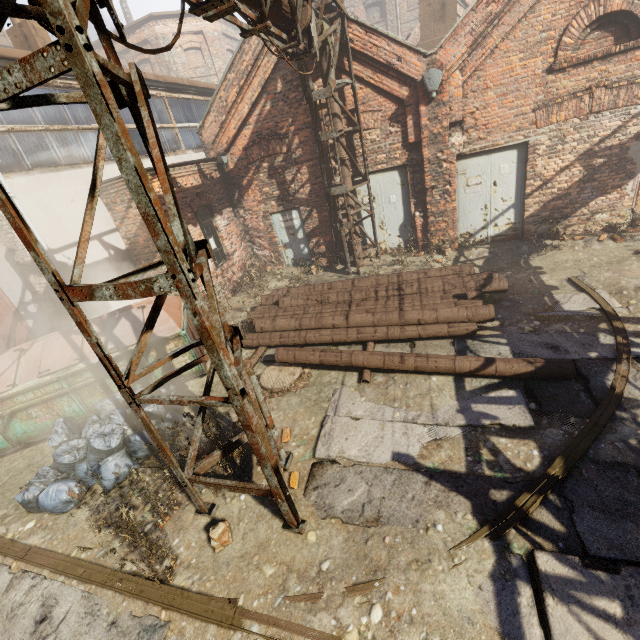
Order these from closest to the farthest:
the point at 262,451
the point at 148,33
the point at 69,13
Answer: the point at 69,13 → the point at 262,451 → the point at 148,33

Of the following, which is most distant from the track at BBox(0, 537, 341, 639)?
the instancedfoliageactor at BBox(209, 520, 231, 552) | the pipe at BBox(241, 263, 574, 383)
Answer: the pipe at BBox(241, 263, 574, 383)

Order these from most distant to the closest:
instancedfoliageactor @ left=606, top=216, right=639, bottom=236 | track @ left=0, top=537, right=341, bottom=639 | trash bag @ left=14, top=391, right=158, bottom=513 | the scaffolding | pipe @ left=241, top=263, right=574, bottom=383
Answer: instancedfoliageactor @ left=606, top=216, right=639, bottom=236 < pipe @ left=241, top=263, right=574, bottom=383 < trash bag @ left=14, top=391, right=158, bottom=513 < track @ left=0, top=537, right=341, bottom=639 < the scaffolding

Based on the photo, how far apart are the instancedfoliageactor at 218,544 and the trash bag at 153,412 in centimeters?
195cm

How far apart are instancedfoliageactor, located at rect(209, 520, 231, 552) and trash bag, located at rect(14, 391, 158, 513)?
1.9 meters

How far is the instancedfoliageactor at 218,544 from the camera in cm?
372

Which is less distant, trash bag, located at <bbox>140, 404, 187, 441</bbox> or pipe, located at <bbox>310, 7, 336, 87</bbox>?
trash bag, located at <bbox>140, 404, 187, 441</bbox>
